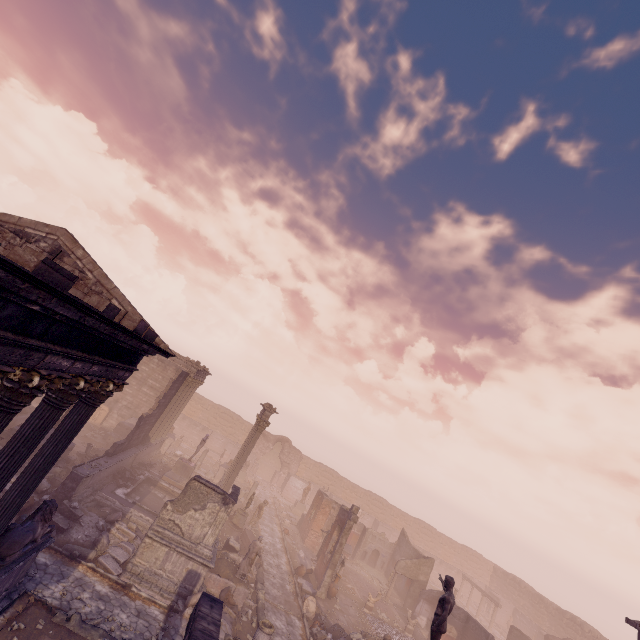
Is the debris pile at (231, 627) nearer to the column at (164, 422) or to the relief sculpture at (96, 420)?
the column at (164, 422)

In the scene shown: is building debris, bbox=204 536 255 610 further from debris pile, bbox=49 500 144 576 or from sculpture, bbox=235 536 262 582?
debris pile, bbox=49 500 144 576

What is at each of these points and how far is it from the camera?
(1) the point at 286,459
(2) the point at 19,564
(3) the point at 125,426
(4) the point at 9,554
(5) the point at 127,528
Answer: (1) wall arch, 42.2m
(2) building, 8.0m
(3) building debris, 24.6m
(4) sculpture, 7.6m
(5) debris pile, 14.4m

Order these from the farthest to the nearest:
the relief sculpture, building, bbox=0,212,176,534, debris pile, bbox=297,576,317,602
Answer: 1. the relief sculpture
2. debris pile, bbox=297,576,317,602
3. building, bbox=0,212,176,534

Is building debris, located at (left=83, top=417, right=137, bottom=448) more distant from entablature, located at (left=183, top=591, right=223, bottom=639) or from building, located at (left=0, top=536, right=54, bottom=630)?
entablature, located at (left=183, top=591, right=223, bottom=639)

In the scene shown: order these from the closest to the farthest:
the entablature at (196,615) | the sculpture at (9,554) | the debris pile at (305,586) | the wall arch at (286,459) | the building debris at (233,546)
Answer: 1. the entablature at (196,615)
2. the sculpture at (9,554)
3. the building debris at (233,546)
4. the debris pile at (305,586)
5. the wall arch at (286,459)

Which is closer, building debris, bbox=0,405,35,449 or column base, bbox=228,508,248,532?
building debris, bbox=0,405,35,449

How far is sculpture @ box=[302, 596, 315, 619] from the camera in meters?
16.1
